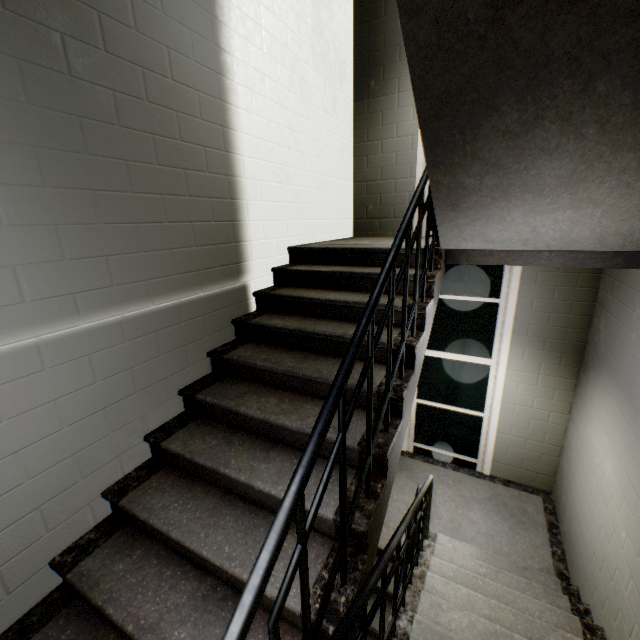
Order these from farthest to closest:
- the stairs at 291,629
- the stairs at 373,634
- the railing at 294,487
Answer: the stairs at 373,634 < the stairs at 291,629 < the railing at 294,487

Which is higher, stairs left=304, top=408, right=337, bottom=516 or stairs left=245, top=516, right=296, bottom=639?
stairs left=304, top=408, right=337, bottom=516

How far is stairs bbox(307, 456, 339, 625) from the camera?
1.33m

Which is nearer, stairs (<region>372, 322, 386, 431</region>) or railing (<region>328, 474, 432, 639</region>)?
railing (<region>328, 474, 432, 639</region>)

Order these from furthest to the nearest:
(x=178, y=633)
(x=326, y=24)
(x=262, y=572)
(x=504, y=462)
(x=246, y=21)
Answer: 1. (x=504, y=462)
2. (x=326, y=24)
3. (x=246, y=21)
4. (x=178, y=633)
5. (x=262, y=572)

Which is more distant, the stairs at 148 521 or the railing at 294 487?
the stairs at 148 521

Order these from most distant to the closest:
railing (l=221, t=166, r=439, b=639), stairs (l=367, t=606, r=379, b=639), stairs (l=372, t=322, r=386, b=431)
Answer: stairs (l=367, t=606, r=379, b=639)
stairs (l=372, t=322, r=386, b=431)
railing (l=221, t=166, r=439, b=639)
